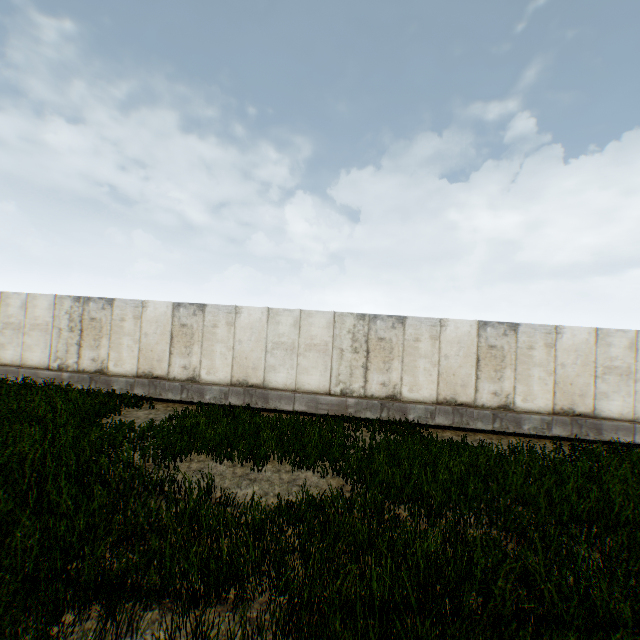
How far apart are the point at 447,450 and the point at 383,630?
6.1m
